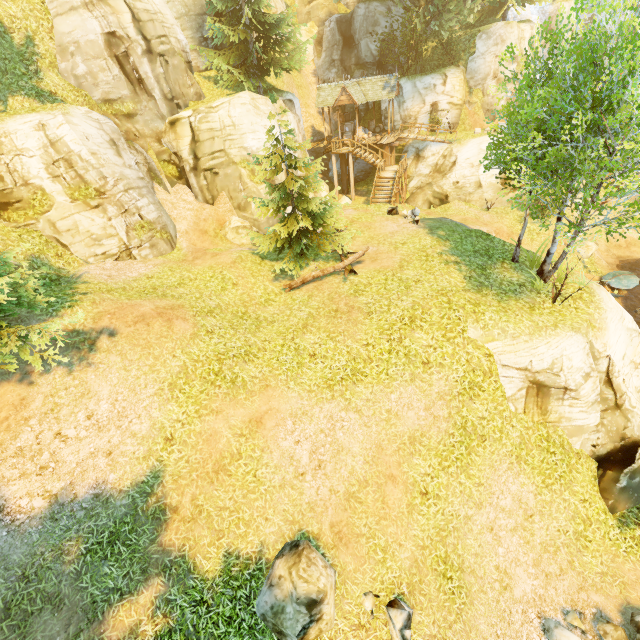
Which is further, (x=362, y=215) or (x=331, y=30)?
(x=331, y=30)

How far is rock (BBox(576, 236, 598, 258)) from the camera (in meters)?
21.82

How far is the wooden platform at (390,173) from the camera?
24.78m

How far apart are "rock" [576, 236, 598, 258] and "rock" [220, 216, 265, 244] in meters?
21.2 m

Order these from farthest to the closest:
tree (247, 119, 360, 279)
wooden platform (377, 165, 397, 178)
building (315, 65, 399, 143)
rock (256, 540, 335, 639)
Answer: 1. building (315, 65, 399, 143)
2. wooden platform (377, 165, 397, 178)
3. tree (247, 119, 360, 279)
4. rock (256, 540, 335, 639)

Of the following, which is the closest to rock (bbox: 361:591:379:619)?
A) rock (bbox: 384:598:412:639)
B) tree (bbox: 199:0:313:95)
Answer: rock (bbox: 384:598:412:639)

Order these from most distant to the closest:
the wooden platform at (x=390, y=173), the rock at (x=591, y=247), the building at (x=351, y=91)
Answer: the building at (x=351, y=91)
the wooden platform at (x=390, y=173)
the rock at (x=591, y=247)

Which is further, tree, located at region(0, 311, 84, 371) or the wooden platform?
the wooden platform
